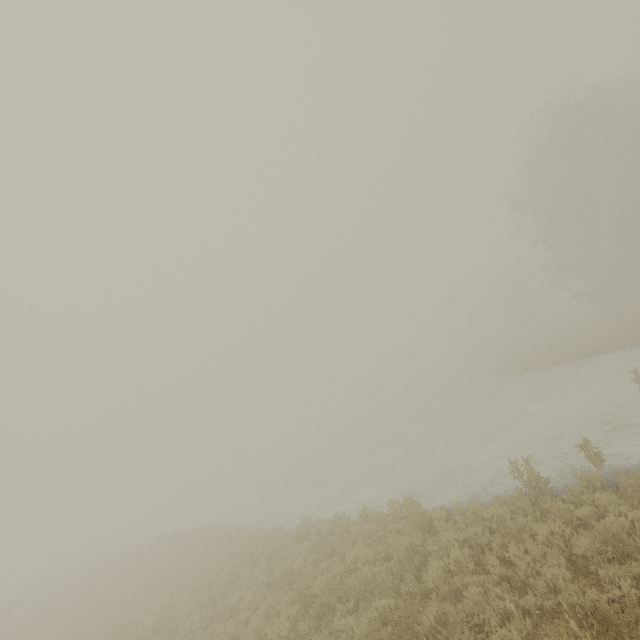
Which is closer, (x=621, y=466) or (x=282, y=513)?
(x=621, y=466)

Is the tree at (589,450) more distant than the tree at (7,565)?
No

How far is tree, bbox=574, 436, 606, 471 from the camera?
8.4 meters

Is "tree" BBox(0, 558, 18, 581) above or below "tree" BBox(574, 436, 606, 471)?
above

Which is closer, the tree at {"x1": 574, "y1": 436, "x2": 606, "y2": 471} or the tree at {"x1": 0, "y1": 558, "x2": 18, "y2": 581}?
the tree at {"x1": 574, "y1": 436, "x2": 606, "y2": 471}

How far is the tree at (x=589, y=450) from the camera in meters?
8.4
